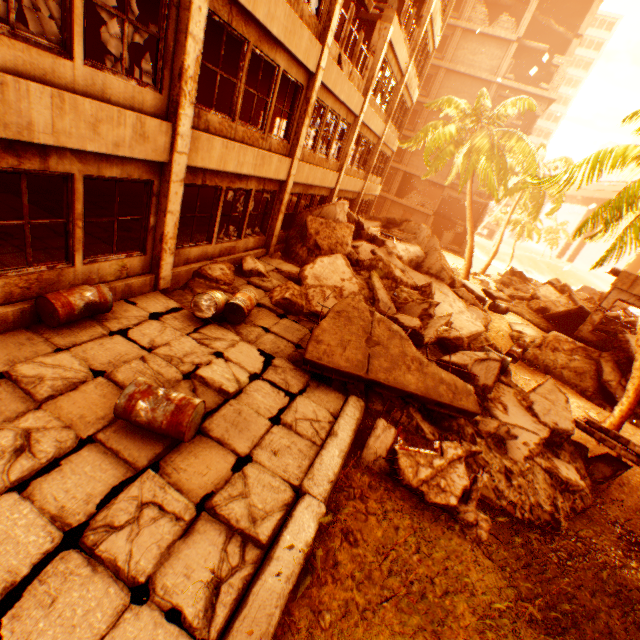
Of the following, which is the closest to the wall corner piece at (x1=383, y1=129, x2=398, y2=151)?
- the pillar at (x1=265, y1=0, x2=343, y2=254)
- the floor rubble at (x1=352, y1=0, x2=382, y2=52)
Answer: the floor rubble at (x1=352, y1=0, x2=382, y2=52)

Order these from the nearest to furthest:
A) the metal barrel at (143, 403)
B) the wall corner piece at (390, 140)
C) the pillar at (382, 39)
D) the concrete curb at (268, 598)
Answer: the concrete curb at (268, 598) → the metal barrel at (143, 403) → the pillar at (382, 39) → the wall corner piece at (390, 140)

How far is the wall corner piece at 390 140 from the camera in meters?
18.9

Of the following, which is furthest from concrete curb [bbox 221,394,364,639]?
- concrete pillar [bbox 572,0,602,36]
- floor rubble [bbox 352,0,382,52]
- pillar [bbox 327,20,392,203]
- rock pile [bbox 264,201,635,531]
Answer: concrete pillar [bbox 572,0,602,36]

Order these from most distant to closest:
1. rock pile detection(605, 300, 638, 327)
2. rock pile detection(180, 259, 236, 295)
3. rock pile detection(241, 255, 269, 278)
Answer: rock pile detection(605, 300, 638, 327)
rock pile detection(241, 255, 269, 278)
rock pile detection(180, 259, 236, 295)

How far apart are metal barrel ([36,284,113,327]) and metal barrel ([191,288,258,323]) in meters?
1.3

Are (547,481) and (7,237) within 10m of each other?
no

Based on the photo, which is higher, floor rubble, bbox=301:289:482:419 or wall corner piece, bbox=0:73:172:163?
wall corner piece, bbox=0:73:172:163
